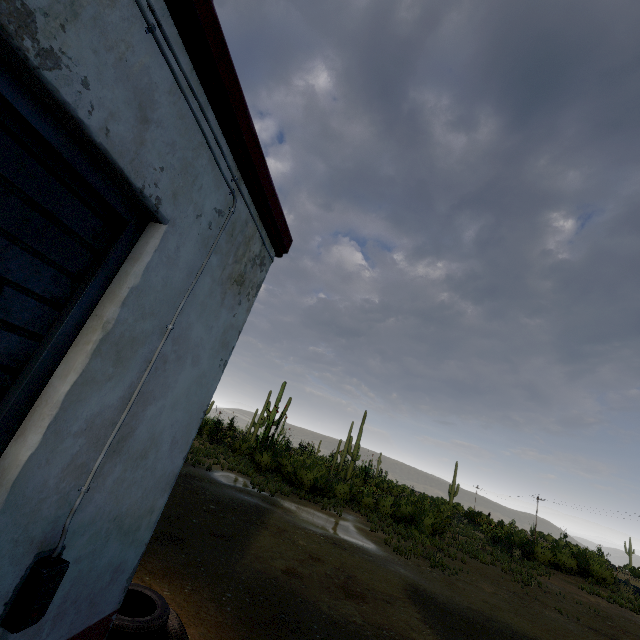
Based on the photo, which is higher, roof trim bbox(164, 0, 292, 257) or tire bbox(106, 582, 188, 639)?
roof trim bbox(164, 0, 292, 257)

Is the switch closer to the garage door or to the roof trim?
the garage door

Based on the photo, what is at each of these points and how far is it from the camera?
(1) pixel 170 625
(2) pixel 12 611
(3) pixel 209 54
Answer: (1) tire, 2.9m
(2) switch, 1.5m
(3) roof trim, 1.8m

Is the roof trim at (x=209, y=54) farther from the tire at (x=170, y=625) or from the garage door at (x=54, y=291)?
the tire at (x=170, y=625)

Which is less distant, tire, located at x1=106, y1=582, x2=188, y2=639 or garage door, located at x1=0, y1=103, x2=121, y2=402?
garage door, located at x1=0, y1=103, x2=121, y2=402

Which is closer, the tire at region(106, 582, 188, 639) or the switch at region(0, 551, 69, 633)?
the switch at region(0, 551, 69, 633)

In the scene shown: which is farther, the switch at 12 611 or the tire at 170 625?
the tire at 170 625

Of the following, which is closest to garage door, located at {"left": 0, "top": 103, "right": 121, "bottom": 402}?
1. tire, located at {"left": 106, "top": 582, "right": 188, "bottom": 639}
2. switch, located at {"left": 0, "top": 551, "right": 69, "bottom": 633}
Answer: switch, located at {"left": 0, "top": 551, "right": 69, "bottom": 633}
